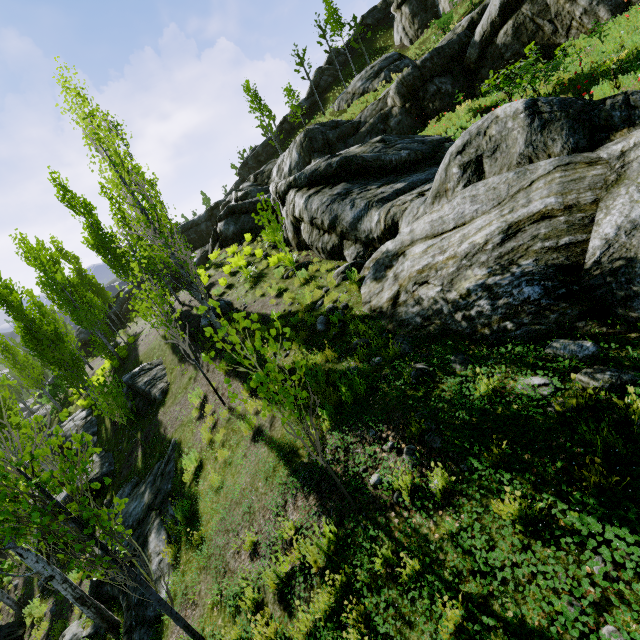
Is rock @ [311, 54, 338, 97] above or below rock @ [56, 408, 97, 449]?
above

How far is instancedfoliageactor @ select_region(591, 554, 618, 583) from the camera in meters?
2.3

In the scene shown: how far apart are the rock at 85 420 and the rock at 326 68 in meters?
50.7 m

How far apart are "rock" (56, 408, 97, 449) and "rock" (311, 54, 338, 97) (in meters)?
50.68

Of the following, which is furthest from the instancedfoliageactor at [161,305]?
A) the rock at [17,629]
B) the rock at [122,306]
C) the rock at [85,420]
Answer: the rock at [122,306]

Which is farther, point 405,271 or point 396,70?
point 396,70

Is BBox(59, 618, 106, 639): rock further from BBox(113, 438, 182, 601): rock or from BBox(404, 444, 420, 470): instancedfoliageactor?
BBox(113, 438, 182, 601): rock

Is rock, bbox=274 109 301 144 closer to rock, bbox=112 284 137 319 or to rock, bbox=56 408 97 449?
rock, bbox=112 284 137 319
